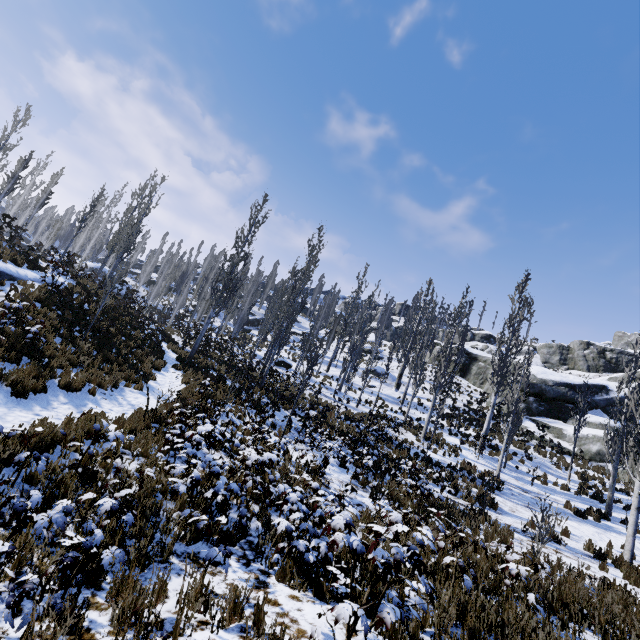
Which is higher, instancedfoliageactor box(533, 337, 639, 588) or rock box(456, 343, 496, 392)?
rock box(456, 343, 496, 392)

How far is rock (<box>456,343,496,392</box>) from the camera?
38.2 meters

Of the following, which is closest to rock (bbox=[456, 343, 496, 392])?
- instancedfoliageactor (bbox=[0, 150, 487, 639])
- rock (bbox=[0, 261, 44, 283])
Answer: instancedfoliageactor (bbox=[0, 150, 487, 639])

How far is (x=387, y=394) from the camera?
31.3 meters

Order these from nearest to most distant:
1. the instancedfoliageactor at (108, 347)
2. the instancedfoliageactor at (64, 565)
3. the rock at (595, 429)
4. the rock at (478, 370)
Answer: the instancedfoliageactor at (64, 565), the instancedfoliageactor at (108, 347), the rock at (595, 429), the rock at (478, 370)

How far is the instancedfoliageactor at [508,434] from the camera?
17.23m

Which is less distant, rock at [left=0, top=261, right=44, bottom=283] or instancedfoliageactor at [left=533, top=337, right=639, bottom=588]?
instancedfoliageactor at [left=533, top=337, right=639, bottom=588]
